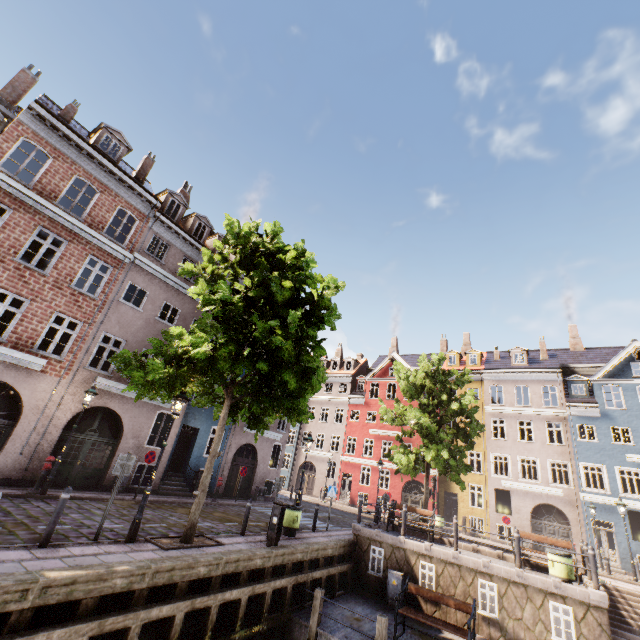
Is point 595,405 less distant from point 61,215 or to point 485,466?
point 485,466

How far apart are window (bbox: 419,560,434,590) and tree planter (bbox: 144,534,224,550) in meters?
7.5

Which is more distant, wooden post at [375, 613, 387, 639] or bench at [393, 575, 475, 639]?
bench at [393, 575, 475, 639]

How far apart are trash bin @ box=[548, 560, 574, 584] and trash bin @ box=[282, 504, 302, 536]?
8.8m

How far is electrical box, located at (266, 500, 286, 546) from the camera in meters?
10.3

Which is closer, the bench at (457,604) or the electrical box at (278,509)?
the bench at (457,604)

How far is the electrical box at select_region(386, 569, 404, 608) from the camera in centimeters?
1169cm

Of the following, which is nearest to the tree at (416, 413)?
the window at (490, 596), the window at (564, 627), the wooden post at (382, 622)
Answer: the wooden post at (382, 622)
